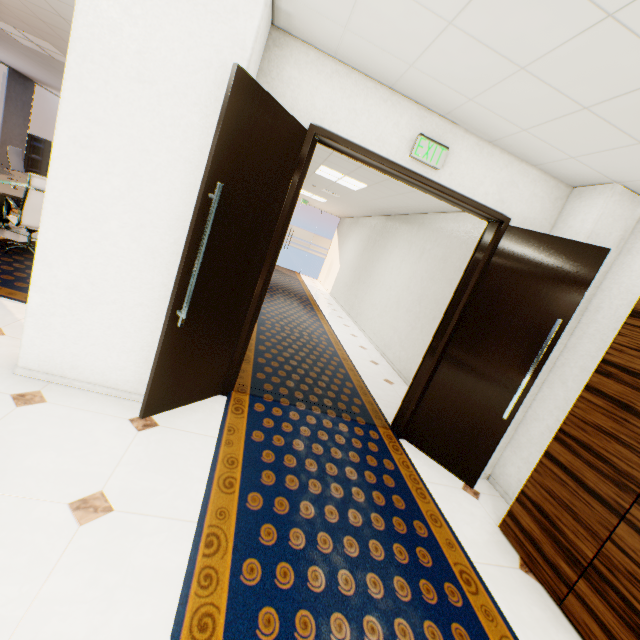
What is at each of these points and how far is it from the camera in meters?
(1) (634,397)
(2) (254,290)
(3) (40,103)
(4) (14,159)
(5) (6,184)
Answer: (1) cupboard, 2.1
(2) door, 2.8
(3) building, 58.8
(4) chair, 7.7
(5) table, 5.2

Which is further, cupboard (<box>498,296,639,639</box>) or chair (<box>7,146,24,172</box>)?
chair (<box>7,146,24,172</box>)

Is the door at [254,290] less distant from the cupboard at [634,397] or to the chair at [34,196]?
the cupboard at [634,397]

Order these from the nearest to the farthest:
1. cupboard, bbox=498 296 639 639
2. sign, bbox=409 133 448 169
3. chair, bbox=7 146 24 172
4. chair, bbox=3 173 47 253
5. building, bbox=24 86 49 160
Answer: cupboard, bbox=498 296 639 639
sign, bbox=409 133 448 169
chair, bbox=3 173 47 253
chair, bbox=7 146 24 172
building, bbox=24 86 49 160

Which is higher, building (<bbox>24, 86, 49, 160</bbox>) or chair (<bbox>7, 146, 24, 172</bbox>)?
building (<bbox>24, 86, 49, 160</bbox>)

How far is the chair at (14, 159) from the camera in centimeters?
751cm

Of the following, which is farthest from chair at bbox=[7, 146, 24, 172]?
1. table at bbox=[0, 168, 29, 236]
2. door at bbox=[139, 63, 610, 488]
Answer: door at bbox=[139, 63, 610, 488]

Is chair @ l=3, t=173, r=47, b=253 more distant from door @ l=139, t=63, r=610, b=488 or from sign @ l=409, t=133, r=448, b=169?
sign @ l=409, t=133, r=448, b=169
